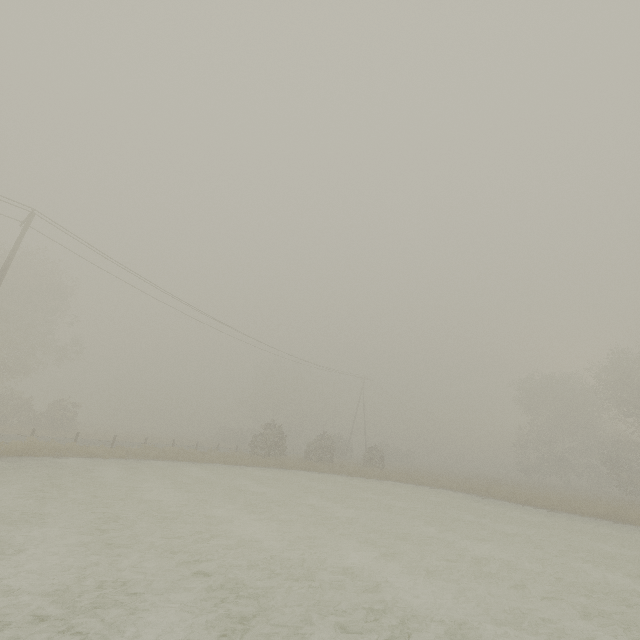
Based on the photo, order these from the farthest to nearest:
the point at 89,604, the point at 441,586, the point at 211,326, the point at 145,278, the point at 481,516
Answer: the point at 211,326 → the point at 145,278 → the point at 481,516 → the point at 441,586 → the point at 89,604
